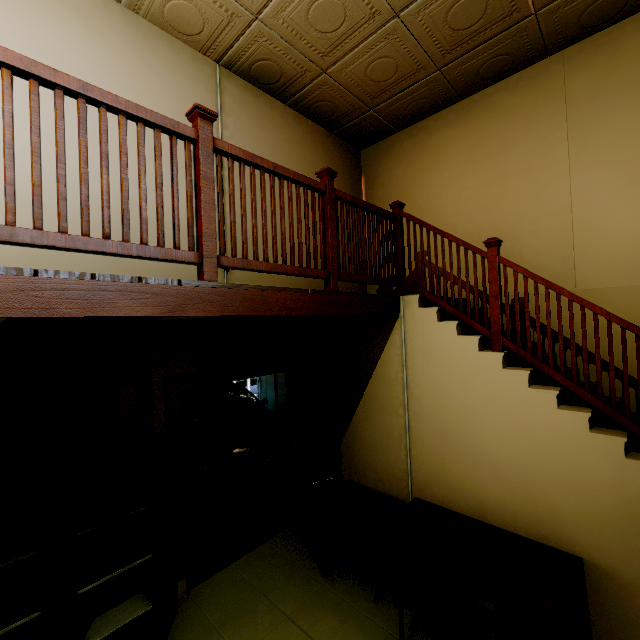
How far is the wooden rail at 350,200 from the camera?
2.95m

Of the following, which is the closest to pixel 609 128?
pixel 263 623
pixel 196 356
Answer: pixel 196 356

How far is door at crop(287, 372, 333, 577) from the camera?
3.5 meters

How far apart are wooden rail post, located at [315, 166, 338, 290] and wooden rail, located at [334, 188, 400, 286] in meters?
0.0

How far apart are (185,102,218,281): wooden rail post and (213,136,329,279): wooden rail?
0.1m

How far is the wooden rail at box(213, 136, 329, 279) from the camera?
2.1 meters

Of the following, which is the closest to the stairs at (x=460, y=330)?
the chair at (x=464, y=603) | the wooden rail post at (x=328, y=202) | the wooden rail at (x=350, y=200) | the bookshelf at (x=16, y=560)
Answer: the wooden rail at (x=350, y=200)

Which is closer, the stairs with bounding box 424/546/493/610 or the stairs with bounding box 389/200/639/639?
the stairs with bounding box 389/200/639/639
